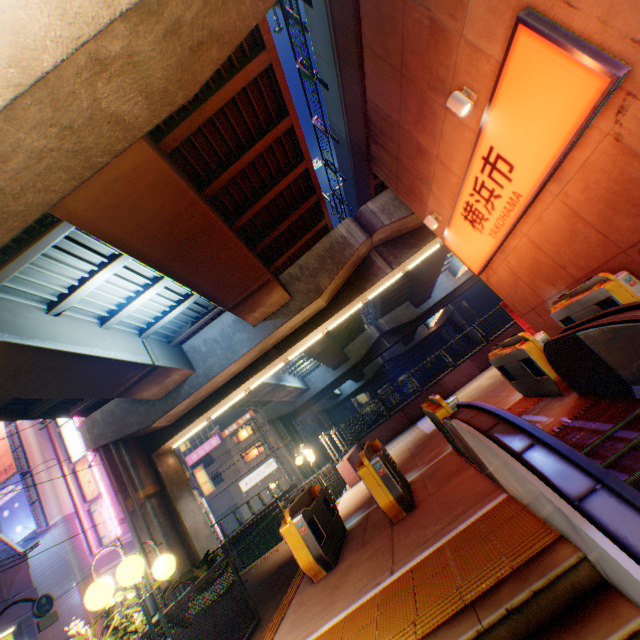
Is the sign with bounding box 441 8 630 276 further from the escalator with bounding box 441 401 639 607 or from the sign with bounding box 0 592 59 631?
the sign with bounding box 0 592 59 631

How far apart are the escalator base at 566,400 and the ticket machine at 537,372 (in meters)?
A: 0.03

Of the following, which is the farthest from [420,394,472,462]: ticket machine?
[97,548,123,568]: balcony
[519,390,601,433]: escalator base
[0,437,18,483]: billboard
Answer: [0,437,18,483]: billboard

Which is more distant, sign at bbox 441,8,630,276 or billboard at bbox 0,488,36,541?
billboard at bbox 0,488,36,541

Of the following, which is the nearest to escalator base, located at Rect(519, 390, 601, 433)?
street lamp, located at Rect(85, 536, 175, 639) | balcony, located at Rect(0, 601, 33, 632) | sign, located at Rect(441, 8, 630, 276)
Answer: sign, located at Rect(441, 8, 630, 276)

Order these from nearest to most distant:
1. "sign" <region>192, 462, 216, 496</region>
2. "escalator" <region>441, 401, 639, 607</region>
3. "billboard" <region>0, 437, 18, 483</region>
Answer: "escalator" <region>441, 401, 639, 607</region>, "billboard" <region>0, 437, 18, 483</region>, "sign" <region>192, 462, 216, 496</region>

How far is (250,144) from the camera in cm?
897

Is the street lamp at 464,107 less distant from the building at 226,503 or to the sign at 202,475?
the sign at 202,475
